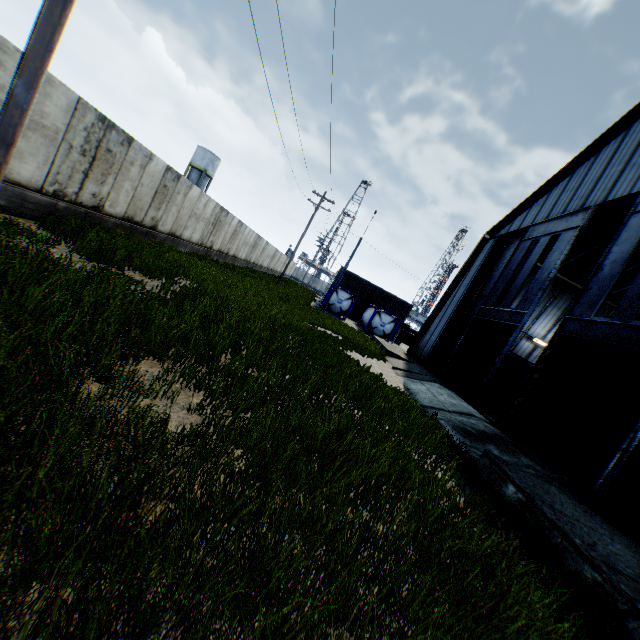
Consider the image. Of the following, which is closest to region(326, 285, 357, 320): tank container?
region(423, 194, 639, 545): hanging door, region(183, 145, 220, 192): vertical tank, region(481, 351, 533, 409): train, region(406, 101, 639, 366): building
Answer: region(406, 101, 639, 366): building

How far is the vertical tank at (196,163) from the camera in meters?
51.3

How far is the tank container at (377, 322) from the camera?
33.5 meters

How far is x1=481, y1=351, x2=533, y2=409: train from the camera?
22.0m

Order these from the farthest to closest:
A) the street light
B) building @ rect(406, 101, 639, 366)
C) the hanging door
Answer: building @ rect(406, 101, 639, 366), the hanging door, the street light

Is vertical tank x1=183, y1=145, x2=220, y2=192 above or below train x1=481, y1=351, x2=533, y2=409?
above

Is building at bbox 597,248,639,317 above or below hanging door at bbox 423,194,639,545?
above

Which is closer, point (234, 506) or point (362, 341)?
point (234, 506)
